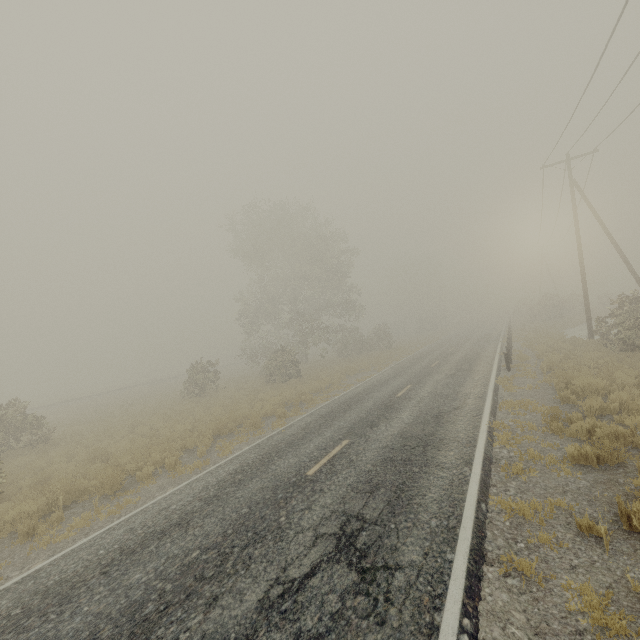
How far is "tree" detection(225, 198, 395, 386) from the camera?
Answer: 31.54m

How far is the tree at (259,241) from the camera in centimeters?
3154cm

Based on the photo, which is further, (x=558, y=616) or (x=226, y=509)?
(x=226, y=509)

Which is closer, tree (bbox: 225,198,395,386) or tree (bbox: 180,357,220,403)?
tree (bbox: 180,357,220,403)

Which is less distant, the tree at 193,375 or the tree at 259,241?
the tree at 193,375

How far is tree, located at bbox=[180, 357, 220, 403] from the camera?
24.2m
